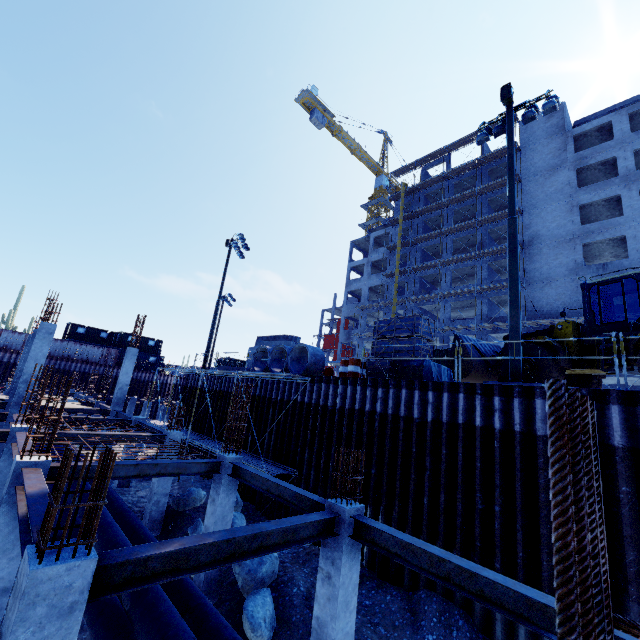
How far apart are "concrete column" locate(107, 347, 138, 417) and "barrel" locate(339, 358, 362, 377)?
15.8 meters

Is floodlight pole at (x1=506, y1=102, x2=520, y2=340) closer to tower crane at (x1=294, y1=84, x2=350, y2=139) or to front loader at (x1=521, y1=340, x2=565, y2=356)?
front loader at (x1=521, y1=340, x2=565, y2=356)

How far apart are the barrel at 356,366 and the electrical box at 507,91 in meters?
11.5 m

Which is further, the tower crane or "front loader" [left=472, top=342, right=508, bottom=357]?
the tower crane

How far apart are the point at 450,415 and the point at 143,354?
47.6 meters

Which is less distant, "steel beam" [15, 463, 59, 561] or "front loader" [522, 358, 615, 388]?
"steel beam" [15, 463, 59, 561]

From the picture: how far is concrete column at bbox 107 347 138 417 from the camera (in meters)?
20.91

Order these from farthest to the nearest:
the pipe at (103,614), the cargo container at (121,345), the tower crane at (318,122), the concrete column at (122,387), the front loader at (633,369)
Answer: the tower crane at (318,122) → the cargo container at (121,345) → the concrete column at (122,387) → the front loader at (633,369) → the pipe at (103,614)
